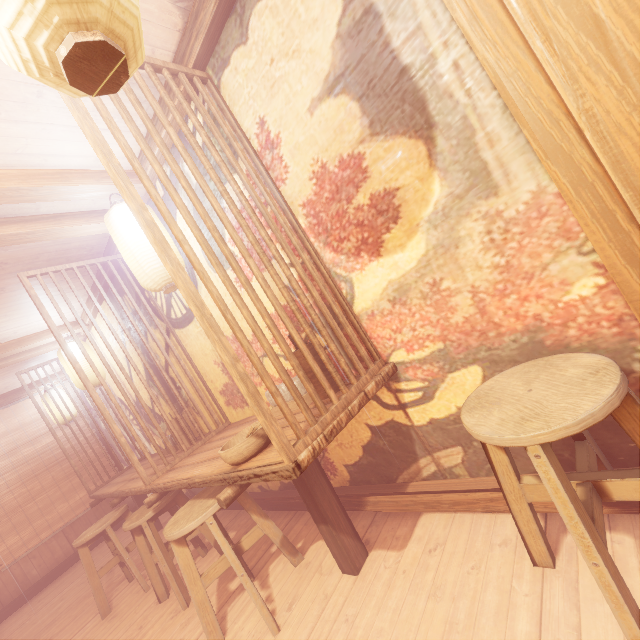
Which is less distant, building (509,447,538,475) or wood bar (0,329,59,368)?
building (509,447,538,475)

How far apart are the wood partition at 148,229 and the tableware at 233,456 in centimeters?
40cm

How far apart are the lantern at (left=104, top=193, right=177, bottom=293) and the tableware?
2.0 meters

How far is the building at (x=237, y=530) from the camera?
5.36m

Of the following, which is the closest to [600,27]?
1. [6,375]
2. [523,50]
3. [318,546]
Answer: [523,50]

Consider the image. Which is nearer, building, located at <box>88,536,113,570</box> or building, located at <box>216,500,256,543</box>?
building, located at <box>216,500,256,543</box>

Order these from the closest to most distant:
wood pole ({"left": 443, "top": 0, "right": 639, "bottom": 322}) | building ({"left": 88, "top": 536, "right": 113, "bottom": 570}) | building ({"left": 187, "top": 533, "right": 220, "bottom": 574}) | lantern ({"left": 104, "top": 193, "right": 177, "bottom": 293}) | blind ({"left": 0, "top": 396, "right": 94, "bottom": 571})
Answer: wood pole ({"left": 443, "top": 0, "right": 639, "bottom": 322}), lantern ({"left": 104, "top": 193, "right": 177, "bottom": 293}), building ({"left": 187, "top": 533, "right": 220, "bottom": 574}), building ({"left": 88, "top": 536, "right": 113, "bottom": 570}), blind ({"left": 0, "top": 396, "right": 94, "bottom": 571})

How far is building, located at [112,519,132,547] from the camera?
8.5 meters
